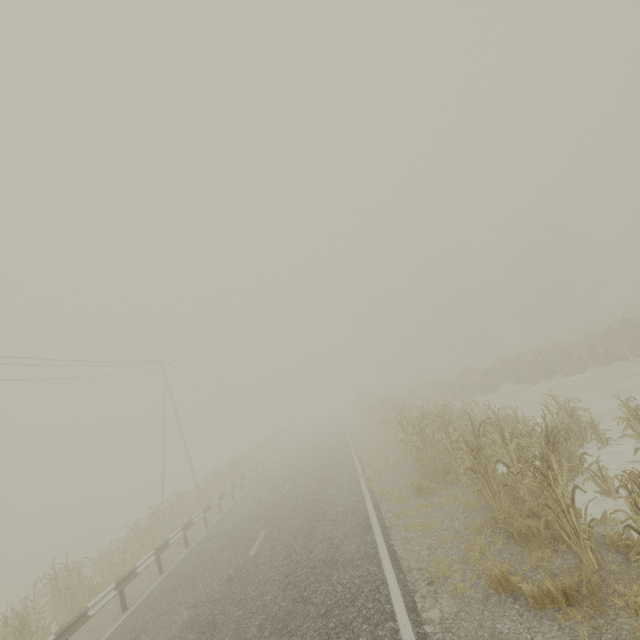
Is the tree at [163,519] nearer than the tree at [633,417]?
No

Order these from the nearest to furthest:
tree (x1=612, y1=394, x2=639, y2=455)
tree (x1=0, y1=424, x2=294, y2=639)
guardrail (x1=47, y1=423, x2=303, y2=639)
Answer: tree (x1=612, y1=394, x2=639, y2=455)
guardrail (x1=47, y1=423, x2=303, y2=639)
tree (x1=0, y1=424, x2=294, y2=639)

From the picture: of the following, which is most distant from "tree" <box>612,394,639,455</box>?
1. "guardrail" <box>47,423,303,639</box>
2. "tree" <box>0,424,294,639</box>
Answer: "tree" <box>0,424,294,639</box>

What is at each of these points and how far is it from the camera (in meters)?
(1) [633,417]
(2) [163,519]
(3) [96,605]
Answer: (1) tree, 7.95
(2) tree, 16.75
(3) guardrail, 8.43

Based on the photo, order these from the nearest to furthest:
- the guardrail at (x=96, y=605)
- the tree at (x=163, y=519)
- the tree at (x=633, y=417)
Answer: the tree at (x=633, y=417) < the guardrail at (x=96, y=605) < the tree at (x=163, y=519)

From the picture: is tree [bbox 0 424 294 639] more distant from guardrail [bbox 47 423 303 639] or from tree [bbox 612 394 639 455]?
tree [bbox 612 394 639 455]

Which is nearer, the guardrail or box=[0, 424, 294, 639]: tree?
the guardrail

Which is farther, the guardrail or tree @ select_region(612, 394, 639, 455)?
the guardrail
